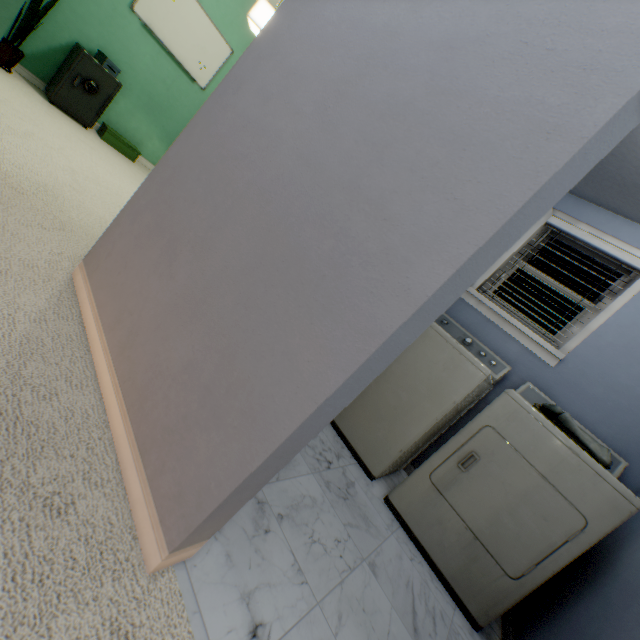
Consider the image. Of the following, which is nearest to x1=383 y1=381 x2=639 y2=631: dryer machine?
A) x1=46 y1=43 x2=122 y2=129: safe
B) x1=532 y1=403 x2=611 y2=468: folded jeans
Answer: x1=532 y1=403 x2=611 y2=468: folded jeans

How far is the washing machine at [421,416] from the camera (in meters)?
1.89

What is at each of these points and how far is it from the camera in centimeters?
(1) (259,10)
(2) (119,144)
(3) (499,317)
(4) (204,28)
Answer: (1) lamp, 275cm
(2) box, 381cm
(3) window, 255cm
(4) whiteboard, 380cm

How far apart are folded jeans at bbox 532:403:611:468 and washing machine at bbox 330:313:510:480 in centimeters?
31cm

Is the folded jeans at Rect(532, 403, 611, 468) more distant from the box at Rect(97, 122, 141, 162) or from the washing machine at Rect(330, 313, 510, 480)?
the box at Rect(97, 122, 141, 162)

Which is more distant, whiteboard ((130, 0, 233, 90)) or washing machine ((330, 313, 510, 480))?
whiteboard ((130, 0, 233, 90))

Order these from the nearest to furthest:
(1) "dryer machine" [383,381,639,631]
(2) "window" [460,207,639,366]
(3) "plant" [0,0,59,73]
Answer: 1. (1) "dryer machine" [383,381,639,631]
2. (2) "window" [460,207,639,366]
3. (3) "plant" [0,0,59,73]

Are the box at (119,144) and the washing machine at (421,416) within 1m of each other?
no
